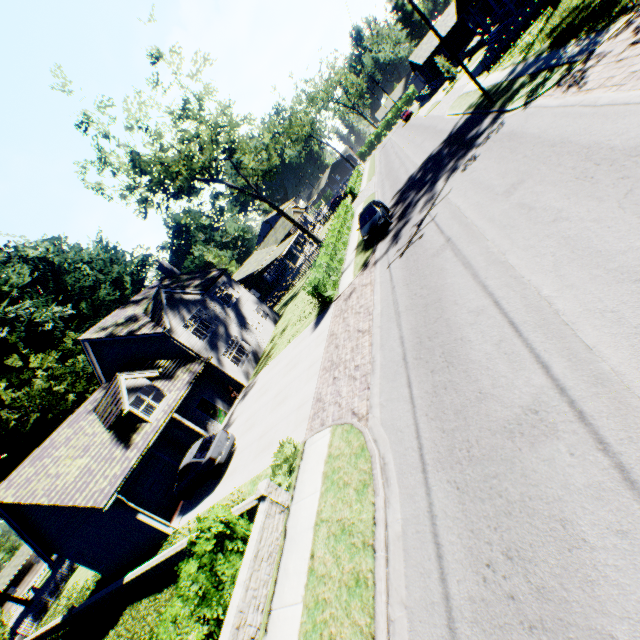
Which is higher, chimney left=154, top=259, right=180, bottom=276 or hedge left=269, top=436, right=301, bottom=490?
chimney left=154, top=259, right=180, bottom=276

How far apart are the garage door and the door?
3.3 meters

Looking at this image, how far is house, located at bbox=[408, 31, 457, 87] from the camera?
50.4m

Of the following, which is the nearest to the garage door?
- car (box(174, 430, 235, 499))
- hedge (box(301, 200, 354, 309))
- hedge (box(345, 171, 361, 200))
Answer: car (box(174, 430, 235, 499))

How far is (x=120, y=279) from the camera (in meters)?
57.28

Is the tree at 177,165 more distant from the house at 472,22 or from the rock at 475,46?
the rock at 475,46

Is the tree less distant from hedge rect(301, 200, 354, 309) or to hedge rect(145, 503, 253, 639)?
hedge rect(301, 200, 354, 309)

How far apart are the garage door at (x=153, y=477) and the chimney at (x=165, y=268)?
16.09m
